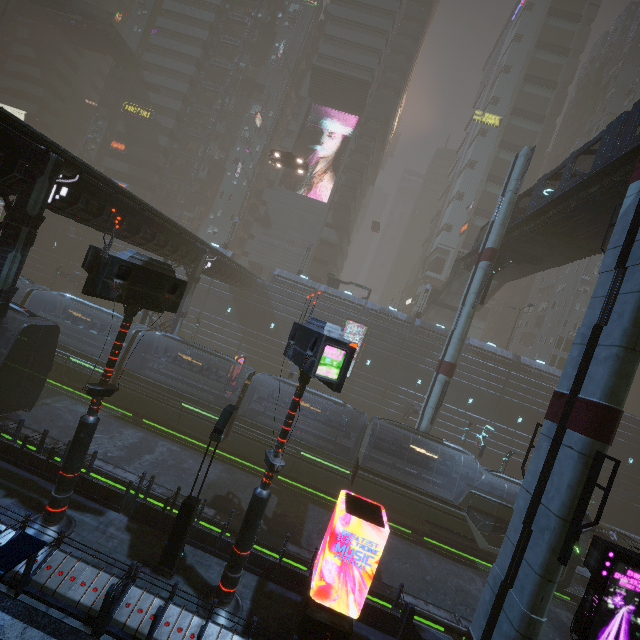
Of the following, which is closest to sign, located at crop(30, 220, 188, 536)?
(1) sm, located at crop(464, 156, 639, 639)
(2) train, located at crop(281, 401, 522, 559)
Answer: (1) sm, located at crop(464, 156, 639, 639)

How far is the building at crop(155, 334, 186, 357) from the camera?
25.1m

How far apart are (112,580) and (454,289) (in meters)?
37.69

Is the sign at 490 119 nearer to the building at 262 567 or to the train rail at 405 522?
the building at 262 567

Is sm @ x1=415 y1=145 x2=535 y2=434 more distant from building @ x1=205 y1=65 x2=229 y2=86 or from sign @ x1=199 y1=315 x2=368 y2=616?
sign @ x1=199 y1=315 x2=368 y2=616

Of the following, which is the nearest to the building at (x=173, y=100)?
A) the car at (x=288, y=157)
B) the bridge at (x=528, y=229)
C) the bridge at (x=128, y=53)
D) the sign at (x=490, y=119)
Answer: the sign at (x=490, y=119)

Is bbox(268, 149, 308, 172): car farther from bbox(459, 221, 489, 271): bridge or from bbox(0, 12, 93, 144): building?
bbox(0, 12, 93, 144): building

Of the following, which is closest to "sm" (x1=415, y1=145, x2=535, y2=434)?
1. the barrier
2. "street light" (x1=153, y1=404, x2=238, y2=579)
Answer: the barrier
